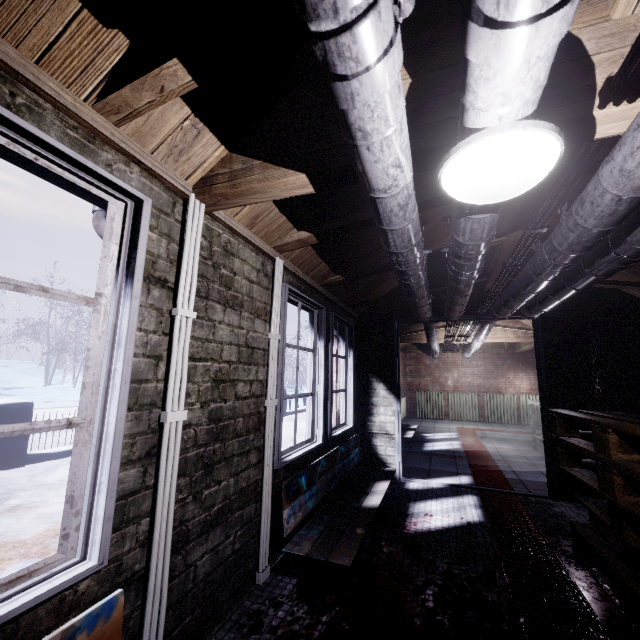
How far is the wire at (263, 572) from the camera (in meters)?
1.91

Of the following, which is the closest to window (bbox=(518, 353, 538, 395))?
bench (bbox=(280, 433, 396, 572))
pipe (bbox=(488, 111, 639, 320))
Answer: pipe (bbox=(488, 111, 639, 320))

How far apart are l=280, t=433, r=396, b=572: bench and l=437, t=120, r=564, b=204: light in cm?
177

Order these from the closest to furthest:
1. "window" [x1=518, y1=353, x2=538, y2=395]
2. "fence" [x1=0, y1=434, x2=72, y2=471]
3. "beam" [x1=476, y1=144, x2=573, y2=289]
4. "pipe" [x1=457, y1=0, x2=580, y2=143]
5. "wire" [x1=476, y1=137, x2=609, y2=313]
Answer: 1. "pipe" [x1=457, y1=0, x2=580, y2=143]
2. "wire" [x1=476, y1=137, x2=609, y2=313]
3. "beam" [x1=476, y1=144, x2=573, y2=289]
4. "fence" [x1=0, y1=434, x2=72, y2=471]
5. "window" [x1=518, y1=353, x2=538, y2=395]

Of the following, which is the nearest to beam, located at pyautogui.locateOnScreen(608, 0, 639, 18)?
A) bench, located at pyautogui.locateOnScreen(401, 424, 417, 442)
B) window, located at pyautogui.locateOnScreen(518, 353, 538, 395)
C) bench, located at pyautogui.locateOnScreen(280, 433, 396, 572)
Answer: bench, located at pyautogui.locateOnScreen(280, 433, 396, 572)

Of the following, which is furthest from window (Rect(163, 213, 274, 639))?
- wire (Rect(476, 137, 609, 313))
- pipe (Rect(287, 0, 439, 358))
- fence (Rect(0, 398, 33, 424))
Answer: fence (Rect(0, 398, 33, 424))

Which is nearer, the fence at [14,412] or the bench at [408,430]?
the fence at [14,412]

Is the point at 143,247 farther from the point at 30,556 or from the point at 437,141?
the point at 30,556
